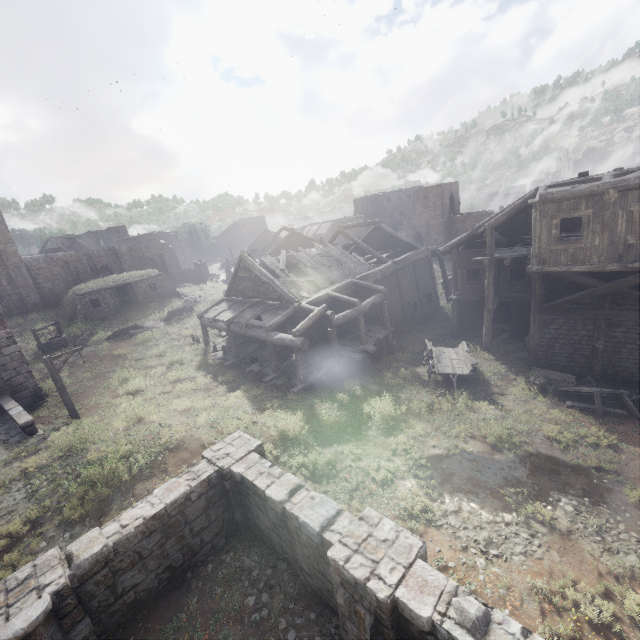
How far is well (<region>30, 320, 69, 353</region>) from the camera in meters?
24.6

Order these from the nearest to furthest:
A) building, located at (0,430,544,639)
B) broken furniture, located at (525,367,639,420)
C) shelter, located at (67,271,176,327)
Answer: building, located at (0,430,544,639)
broken furniture, located at (525,367,639,420)
shelter, located at (67,271,176,327)

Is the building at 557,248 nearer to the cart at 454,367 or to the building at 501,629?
the cart at 454,367

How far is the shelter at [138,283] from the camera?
29.4m

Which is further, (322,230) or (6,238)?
(322,230)

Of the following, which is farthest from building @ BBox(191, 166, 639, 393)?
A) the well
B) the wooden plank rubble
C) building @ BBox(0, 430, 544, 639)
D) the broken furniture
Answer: building @ BBox(0, 430, 544, 639)

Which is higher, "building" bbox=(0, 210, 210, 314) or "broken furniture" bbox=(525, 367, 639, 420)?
"building" bbox=(0, 210, 210, 314)

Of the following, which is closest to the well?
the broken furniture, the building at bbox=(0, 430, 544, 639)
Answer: the building at bbox=(0, 430, 544, 639)
